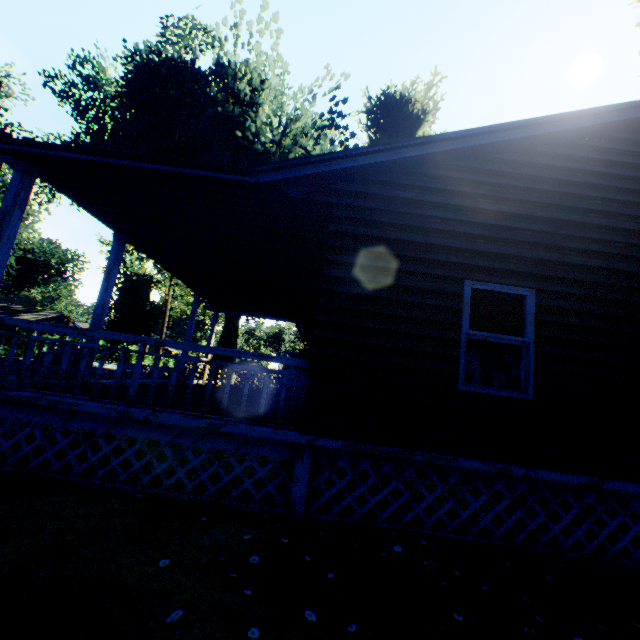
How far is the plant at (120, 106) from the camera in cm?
1856

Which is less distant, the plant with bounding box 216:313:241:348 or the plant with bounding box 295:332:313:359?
the plant with bounding box 295:332:313:359

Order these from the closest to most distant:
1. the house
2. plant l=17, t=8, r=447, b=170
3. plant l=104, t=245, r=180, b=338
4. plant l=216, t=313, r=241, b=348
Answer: the house < plant l=17, t=8, r=447, b=170 < plant l=104, t=245, r=180, b=338 < plant l=216, t=313, r=241, b=348

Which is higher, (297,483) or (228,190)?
(228,190)

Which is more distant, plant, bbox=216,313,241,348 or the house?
plant, bbox=216,313,241,348

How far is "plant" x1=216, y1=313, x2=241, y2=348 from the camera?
30.4m
